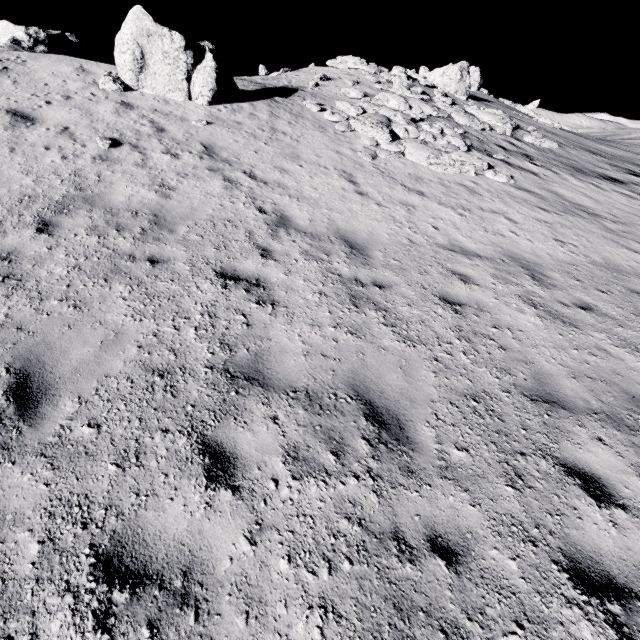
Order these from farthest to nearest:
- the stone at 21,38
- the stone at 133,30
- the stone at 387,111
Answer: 1. the stone at 21,38
2. the stone at 387,111
3. the stone at 133,30

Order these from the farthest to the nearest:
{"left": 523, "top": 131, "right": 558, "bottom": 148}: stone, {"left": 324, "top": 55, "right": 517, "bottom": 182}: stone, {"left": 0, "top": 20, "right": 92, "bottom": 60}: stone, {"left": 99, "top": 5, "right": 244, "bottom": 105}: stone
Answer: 1. {"left": 523, "top": 131, "right": 558, "bottom": 148}: stone
2. {"left": 0, "top": 20, "right": 92, "bottom": 60}: stone
3. {"left": 324, "top": 55, "right": 517, "bottom": 182}: stone
4. {"left": 99, "top": 5, "right": 244, "bottom": 105}: stone

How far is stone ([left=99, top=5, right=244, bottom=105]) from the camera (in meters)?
10.96

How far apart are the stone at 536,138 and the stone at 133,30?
14.49m

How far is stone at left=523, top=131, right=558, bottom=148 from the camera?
16.9m

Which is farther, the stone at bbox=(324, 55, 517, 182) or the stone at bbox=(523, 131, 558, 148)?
the stone at bbox=(523, 131, 558, 148)

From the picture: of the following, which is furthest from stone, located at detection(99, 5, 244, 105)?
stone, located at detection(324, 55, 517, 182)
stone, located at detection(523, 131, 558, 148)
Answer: stone, located at detection(523, 131, 558, 148)

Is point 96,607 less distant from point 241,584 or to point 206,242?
point 241,584
